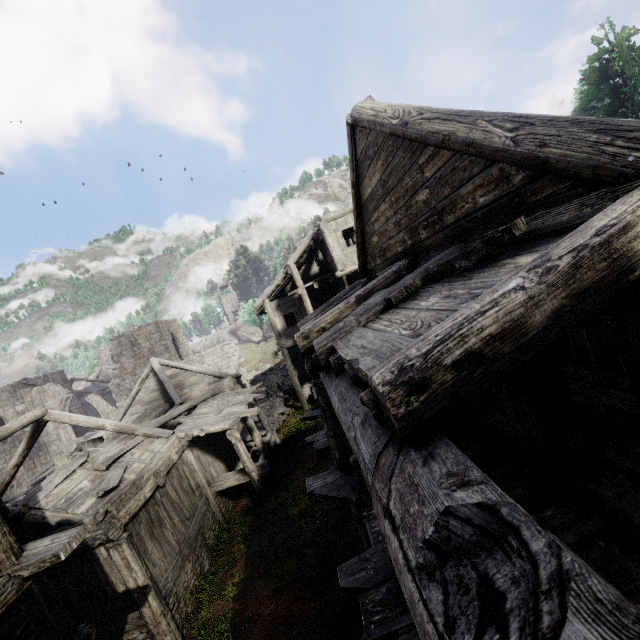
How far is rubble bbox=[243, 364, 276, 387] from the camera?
32.75m

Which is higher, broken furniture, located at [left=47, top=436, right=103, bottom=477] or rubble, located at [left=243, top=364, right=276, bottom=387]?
broken furniture, located at [left=47, top=436, right=103, bottom=477]

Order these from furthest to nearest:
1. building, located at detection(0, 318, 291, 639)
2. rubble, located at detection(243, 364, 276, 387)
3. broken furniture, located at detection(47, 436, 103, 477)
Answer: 1. rubble, located at detection(243, 364, 276, 387)
2. broken furniture, located at detection(47, 436, 103, 477)
3. building, located at detection(0, 318, 291, 639)

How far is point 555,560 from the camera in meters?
0.9

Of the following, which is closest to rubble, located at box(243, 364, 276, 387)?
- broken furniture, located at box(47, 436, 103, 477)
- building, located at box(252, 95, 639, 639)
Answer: building, located at box(252, 95, 639, 639)

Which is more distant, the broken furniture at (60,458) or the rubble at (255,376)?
the rubble at (255,376)

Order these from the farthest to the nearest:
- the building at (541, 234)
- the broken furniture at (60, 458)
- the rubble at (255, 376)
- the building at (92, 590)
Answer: the rubble at (255, 376), the broken furniture at (60, 458), the building at (92, 590), the building at (541, 234)

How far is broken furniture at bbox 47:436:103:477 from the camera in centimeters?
1380cm
